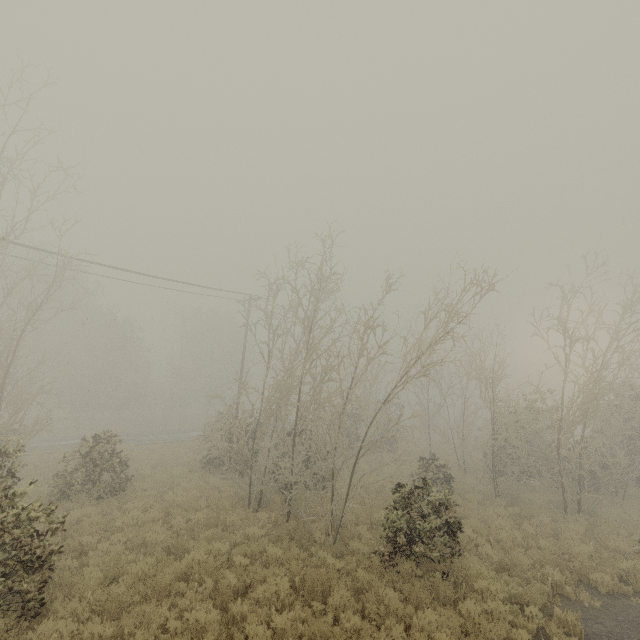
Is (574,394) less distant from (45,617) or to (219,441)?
(219,441)
